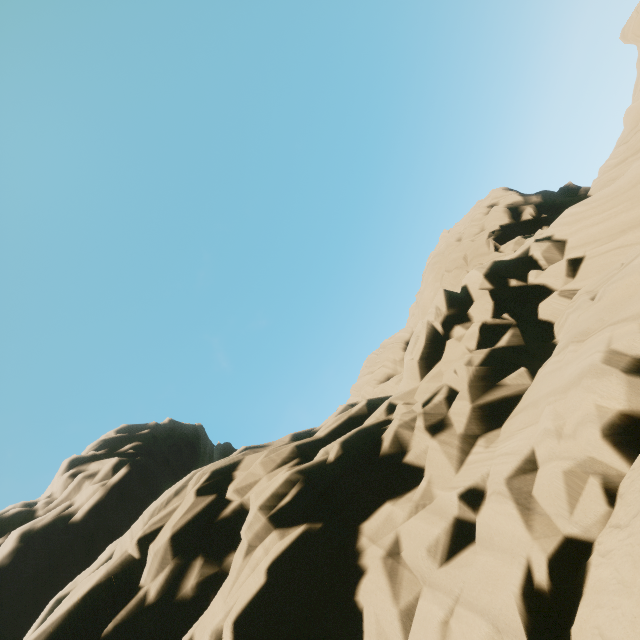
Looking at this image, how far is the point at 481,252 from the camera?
18.9 meters
